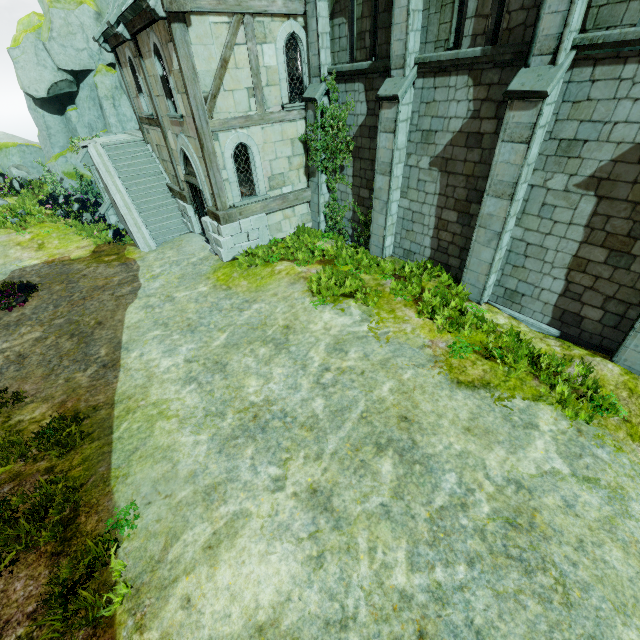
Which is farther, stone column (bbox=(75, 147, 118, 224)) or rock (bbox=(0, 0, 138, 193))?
rock (bbox=(0, 0, 138, 193))

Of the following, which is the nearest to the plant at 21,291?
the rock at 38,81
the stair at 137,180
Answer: the stair at 137,180

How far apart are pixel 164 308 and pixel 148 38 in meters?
8.8

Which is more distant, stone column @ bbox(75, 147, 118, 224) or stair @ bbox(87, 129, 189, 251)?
stone column @ bbox(75, 147, 118, 224)

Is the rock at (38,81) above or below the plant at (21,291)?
above

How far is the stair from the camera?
14.5 meters

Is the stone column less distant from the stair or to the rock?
the stair

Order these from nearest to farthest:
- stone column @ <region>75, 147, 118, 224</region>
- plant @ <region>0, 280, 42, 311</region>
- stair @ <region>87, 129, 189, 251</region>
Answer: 1. plant @ <region>0, 280, 42, 311</region>
2. stair @ <region>87, 129, 189, 251</region>
3. stone column @ <region>75, 147, 118, 224</region>
